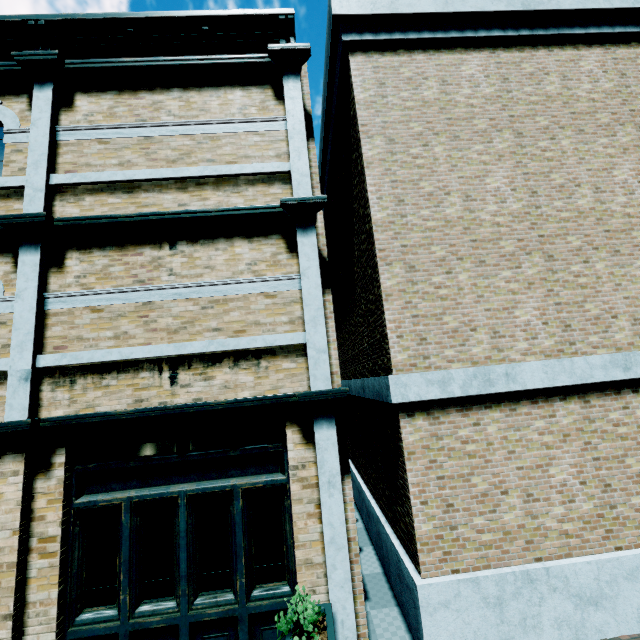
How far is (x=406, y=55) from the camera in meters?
5.9
